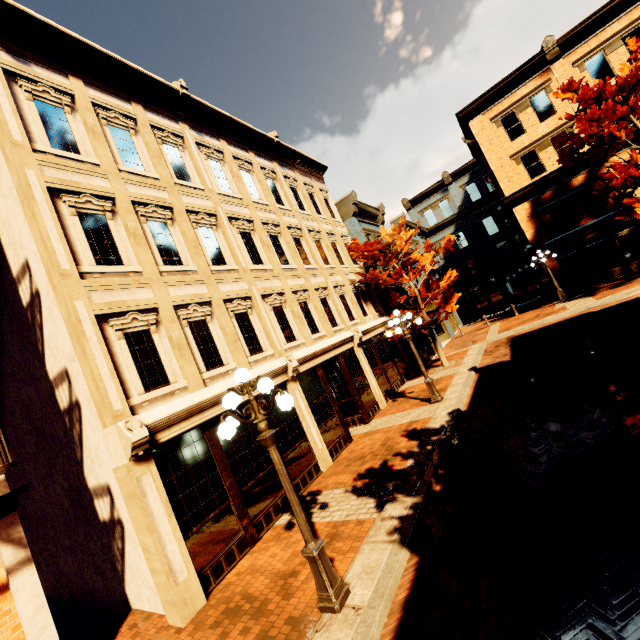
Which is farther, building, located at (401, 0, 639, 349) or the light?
building, located at (401, 0, 639, 349)

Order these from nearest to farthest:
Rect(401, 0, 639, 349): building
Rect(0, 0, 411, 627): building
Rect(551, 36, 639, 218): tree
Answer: Rect(0, 0, 411, 627): building → Rect(551, 36, 639, 218): tree → Rect(401, 0, 639, 349): building

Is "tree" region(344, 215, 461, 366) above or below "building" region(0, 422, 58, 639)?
above

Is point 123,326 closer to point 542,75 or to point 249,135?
point 249,135

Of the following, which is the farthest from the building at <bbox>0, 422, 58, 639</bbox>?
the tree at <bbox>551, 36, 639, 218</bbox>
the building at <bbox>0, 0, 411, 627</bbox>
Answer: the tree at <bbox>551, 36, 639, 218</bbox>

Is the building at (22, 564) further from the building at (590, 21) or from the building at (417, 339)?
the building at (417, 339)

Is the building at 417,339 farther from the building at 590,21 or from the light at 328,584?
the light at 328,584

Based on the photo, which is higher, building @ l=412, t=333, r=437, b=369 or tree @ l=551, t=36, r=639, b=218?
tree @ l=551, t=36, r=639, b=218
